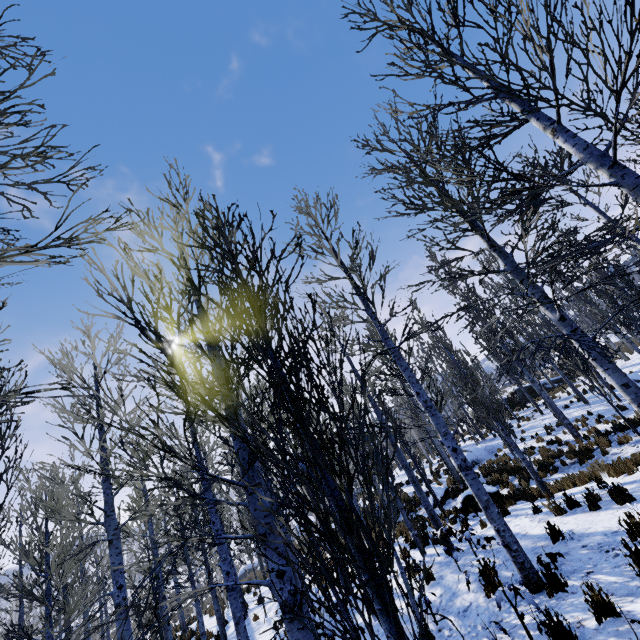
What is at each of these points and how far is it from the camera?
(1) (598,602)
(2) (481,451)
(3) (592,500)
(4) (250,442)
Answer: (1) instancedfoliageactor, 3.80m
(2) rock, 20.30m
(3) instancedfoliageactor, 7.60m
(4) instancedfoliageactor, 8.02m

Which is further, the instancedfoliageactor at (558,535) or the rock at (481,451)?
the rock at (481,451)

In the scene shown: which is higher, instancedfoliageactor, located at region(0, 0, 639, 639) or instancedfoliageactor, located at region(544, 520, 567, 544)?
instancedfoliageactor, located at region(0, 0, 639, 639)

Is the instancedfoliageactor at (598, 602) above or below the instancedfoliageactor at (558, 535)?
above

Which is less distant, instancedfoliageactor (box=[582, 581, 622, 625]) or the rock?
instancedfoliageactor (box=[582, 581, 622, 625])

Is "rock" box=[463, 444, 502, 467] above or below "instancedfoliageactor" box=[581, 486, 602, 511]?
above

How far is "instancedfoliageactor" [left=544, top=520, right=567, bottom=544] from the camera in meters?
6.4 m
